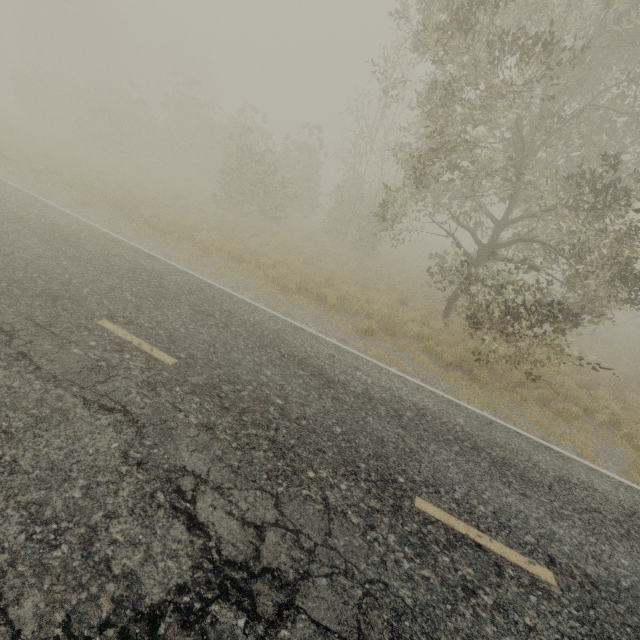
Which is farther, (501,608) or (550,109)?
(550,109)
